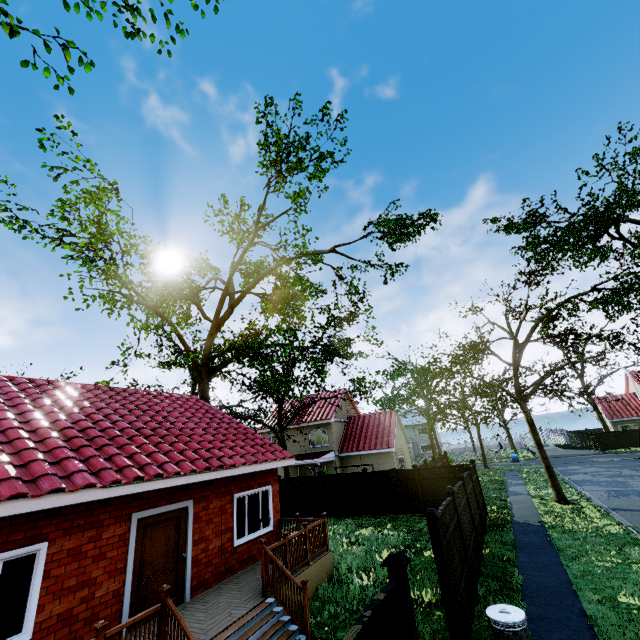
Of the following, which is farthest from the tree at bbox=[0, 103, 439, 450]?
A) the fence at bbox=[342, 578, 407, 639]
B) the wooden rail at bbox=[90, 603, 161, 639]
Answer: the fence at bbox=[342, 578, 407, 639]

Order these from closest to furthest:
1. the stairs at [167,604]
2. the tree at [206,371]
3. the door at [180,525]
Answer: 1. the stairs at [167,604]
2. the door at [180,525]
3. the tree at [206,371]

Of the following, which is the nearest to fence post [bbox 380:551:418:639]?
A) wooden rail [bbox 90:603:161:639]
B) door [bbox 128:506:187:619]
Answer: wooden rail [bbox 90:603:161:639]

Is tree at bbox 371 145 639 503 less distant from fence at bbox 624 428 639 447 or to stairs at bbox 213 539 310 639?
fence at bbox 624 428 639 447

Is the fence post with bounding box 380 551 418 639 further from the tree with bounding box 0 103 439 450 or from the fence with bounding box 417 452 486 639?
the tree with bounding box 0 103 439 450

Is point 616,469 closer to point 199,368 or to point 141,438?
point 199,368

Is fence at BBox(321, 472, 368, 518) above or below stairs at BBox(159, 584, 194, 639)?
below

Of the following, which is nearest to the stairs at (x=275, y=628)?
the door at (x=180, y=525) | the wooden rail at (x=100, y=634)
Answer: the wooden rail at (x=100, y=634)
